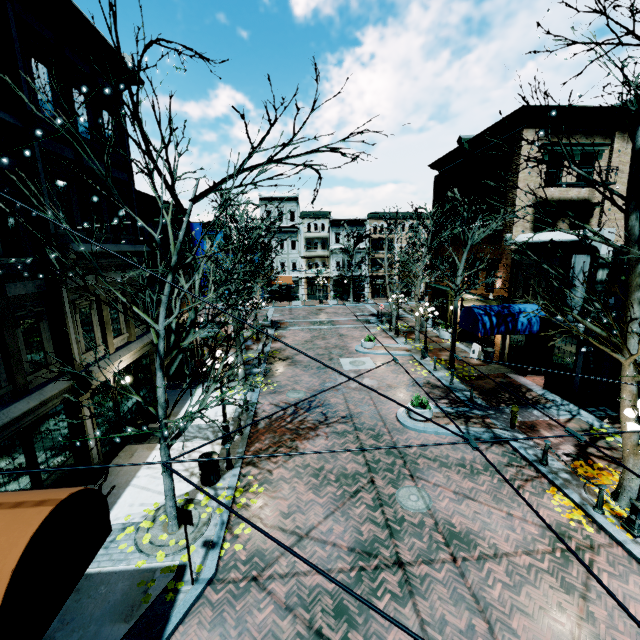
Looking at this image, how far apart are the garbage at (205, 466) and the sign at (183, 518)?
2.99m

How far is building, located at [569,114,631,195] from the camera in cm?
1678

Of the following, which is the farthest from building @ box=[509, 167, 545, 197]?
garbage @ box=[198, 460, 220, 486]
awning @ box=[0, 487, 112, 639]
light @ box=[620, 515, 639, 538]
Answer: light @ box=[620, 515, 639, 538]

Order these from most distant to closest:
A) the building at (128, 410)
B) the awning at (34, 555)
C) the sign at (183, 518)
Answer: the building at (128, 410), the sign at (183, 518), the awning at (34, 555)

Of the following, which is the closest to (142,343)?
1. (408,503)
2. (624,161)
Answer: (408,503)

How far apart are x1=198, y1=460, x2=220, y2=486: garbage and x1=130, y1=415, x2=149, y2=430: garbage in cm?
361
